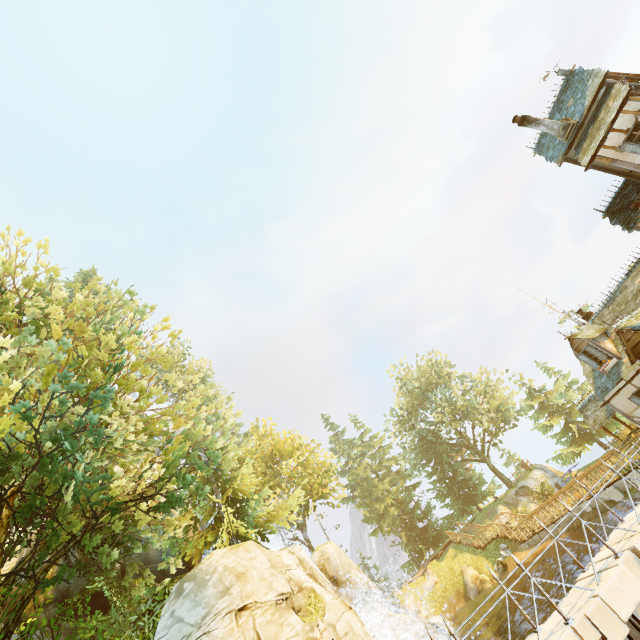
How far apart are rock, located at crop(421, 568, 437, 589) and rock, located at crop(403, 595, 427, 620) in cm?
116

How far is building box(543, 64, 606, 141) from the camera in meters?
15.5 m

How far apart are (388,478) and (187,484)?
34.30m

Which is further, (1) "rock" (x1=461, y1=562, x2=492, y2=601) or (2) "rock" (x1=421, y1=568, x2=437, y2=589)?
(2) "rock" (x1=421, y1=568, x2=437, y2=589)

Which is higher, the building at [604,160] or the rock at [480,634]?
the building at [604,160]

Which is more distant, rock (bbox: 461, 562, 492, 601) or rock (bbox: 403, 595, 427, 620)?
rock (bbox: 403, 595, 427, 620)

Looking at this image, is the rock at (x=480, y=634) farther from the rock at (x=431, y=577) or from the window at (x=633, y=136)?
the window at (x=633, y=136)

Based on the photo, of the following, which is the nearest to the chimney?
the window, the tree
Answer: the window
